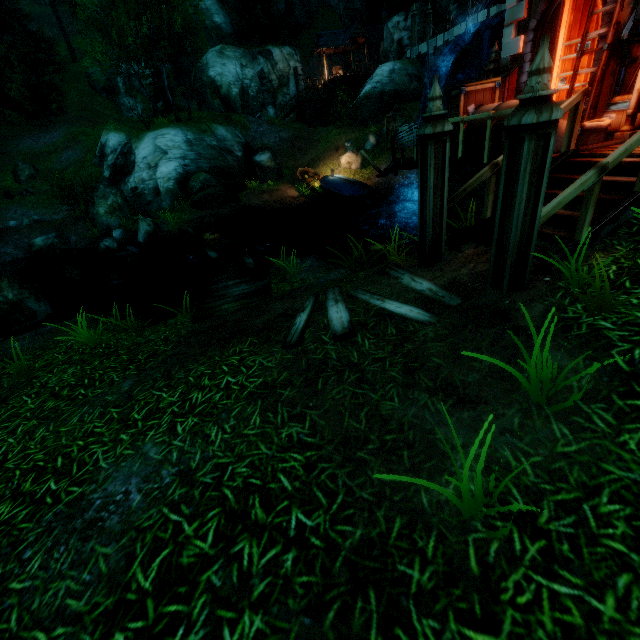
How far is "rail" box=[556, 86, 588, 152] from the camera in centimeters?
494cm

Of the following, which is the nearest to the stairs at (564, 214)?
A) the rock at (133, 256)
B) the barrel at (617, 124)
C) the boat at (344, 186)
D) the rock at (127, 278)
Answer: the barrel at (617, 124)

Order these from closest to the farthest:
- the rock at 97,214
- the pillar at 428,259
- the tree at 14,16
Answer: the pillar at 428,259, the rock at 97,214, the tree at 14,16

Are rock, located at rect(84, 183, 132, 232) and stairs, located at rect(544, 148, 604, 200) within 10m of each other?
no

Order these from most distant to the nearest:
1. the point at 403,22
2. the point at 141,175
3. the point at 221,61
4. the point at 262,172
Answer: the point at 221,61 → the point at 403,22 → the point at 262,172 → the point at 141,175

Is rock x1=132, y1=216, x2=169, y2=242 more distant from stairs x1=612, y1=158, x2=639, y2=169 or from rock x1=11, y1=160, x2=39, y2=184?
stairs x1=612, y1=158, x2=639, y2=169

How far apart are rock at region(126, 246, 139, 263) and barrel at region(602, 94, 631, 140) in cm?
1758

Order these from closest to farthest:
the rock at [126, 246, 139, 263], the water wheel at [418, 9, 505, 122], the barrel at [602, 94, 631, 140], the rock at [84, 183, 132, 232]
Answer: the barrel at [602, 94, 631, 140], the water wheel at [418, 9, 505, 122], the rock at [126, 246, 139, 263], the rock at [84, 183, 132, 232]
